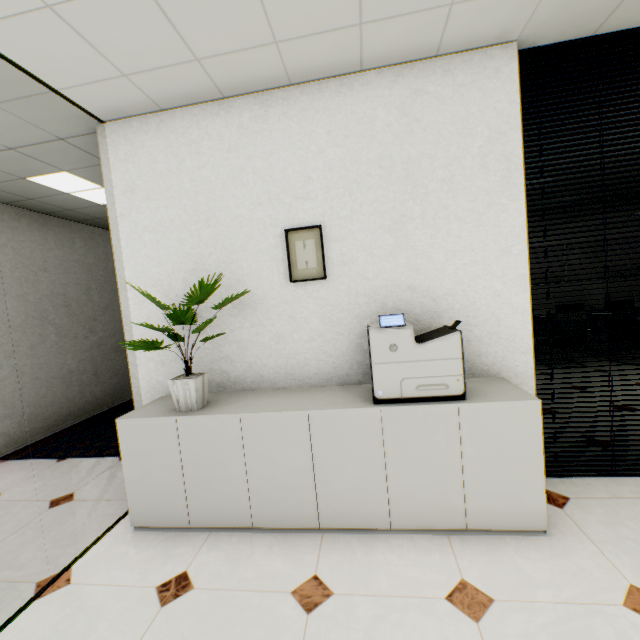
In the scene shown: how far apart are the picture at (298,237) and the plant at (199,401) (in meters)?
0.65

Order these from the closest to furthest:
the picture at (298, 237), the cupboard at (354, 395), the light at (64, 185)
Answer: the cupboard at (354, 395) < the picture at (298, 237) < the light at (64, 185)

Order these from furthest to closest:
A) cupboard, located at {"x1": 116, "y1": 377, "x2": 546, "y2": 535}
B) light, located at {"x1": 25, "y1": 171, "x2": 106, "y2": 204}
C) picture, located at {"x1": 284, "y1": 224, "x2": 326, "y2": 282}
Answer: light, located at {"x1": 25, "y1": 171, "x2": 106, "y2": 204} < picture, located at {"x1": 284, "y1": 224, "x2": 326, "y2": 282} < cupboard, located at {"x1": 116, "y1": 377, "x2": 546, "y2": 535}

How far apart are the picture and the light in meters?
2.6

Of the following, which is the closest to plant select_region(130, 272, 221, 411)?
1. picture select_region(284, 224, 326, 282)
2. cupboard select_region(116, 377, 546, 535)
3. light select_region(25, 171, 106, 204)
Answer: cupboard select_region(116, 377, 546, 535)

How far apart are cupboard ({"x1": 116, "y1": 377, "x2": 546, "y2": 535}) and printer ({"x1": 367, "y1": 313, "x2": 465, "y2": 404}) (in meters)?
0.04

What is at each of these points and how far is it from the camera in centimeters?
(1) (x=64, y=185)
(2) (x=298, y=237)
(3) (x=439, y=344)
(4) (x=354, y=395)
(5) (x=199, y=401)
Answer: (1) light, 359cm
(2) picture, 237cm
(3) printer, 184cm
(4) cupboard, 214cm
(5) plant, 217cm

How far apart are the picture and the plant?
0.7m
